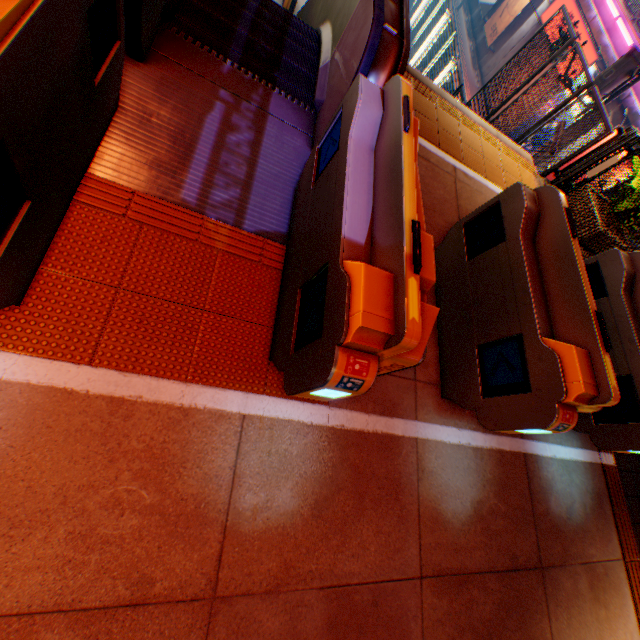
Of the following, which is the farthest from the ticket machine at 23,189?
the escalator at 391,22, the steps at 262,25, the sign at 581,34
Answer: the sign at 581,34

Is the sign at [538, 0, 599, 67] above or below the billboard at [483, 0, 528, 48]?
above

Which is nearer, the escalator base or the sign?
the escalator base

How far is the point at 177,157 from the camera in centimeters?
250cm

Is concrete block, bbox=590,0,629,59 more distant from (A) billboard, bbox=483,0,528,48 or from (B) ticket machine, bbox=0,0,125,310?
(B) ticket machine, bbox=0,0,125,310

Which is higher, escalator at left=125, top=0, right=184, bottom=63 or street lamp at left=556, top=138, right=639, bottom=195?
street lamp at left=556, top=138, right=639, bottom=195

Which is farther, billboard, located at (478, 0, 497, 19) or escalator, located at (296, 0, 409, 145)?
billboard, located at (478, 0, 497, 19)

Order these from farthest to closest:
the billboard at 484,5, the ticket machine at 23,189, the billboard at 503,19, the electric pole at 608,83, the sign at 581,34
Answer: the billboard at 484,5 → the billboard at 503,19 → the sign at 581,34 → the electric pole at 608,83 → the ticket machine at 23,189
